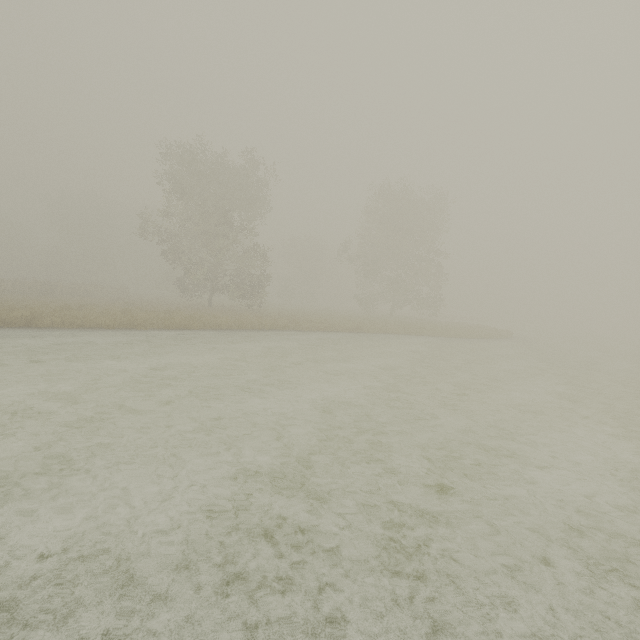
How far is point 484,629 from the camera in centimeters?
279cm
